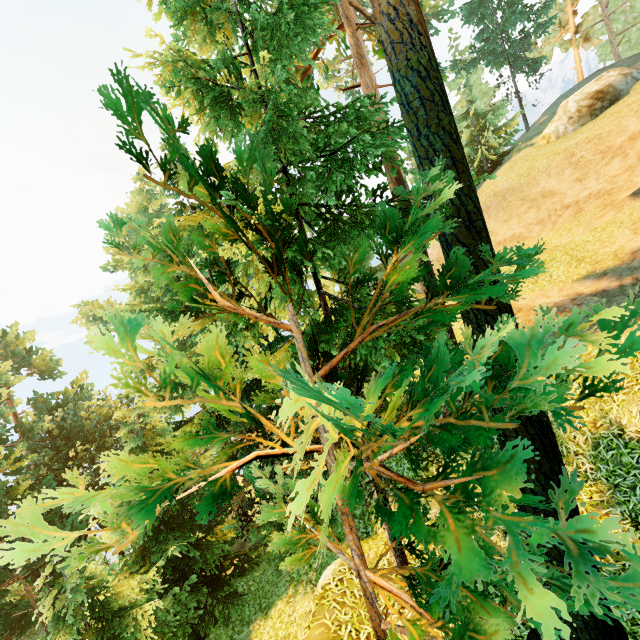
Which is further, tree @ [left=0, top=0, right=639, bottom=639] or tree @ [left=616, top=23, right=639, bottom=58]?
tree @ [left=616, top=23, right=639, bottom=58]

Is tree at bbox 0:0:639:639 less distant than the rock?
Yes

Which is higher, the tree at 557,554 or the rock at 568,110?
the rock at 568,110

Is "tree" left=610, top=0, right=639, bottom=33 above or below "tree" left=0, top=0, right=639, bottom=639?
above

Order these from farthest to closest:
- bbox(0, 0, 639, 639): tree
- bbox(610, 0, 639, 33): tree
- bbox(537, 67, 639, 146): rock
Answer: bbox(610, 0, 639, 33): tree < bbox(537, 67, 639, 146): rock < bbox(0, 0, 639, 639): tree

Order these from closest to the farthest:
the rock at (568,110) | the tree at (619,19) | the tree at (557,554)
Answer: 1. the tree at (557,554)
2. the rock at (568,110)
3. the tree at (619,19)

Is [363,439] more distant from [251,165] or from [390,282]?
[251,165]
